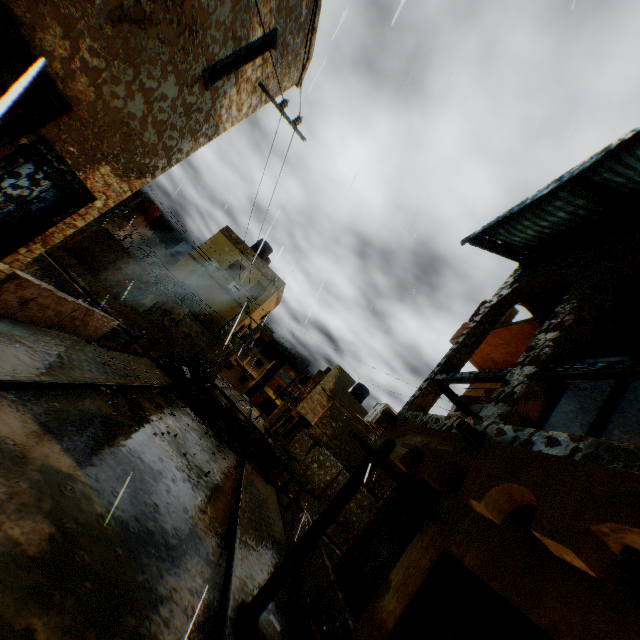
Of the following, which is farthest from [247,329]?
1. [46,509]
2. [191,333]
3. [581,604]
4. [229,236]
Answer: [581,604]

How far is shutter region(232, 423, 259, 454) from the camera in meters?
16.0

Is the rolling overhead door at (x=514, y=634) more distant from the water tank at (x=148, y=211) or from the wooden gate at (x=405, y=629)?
the water tank at (x=148, y=211)

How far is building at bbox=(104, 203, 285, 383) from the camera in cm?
2511

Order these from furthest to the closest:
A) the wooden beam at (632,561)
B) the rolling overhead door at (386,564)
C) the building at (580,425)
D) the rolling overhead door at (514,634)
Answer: the rolling overhead door at (386,564) < the rolling overhead door at (514,634) < the building at (580,425) < the wooden beam at (632,561)

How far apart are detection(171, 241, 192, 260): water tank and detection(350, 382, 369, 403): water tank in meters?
22.5

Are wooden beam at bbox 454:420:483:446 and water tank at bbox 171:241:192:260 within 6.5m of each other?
no

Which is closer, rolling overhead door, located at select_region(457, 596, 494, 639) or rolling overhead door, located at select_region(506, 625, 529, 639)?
rolling overhead door, located at select_region(506, 625, 529, 639)
